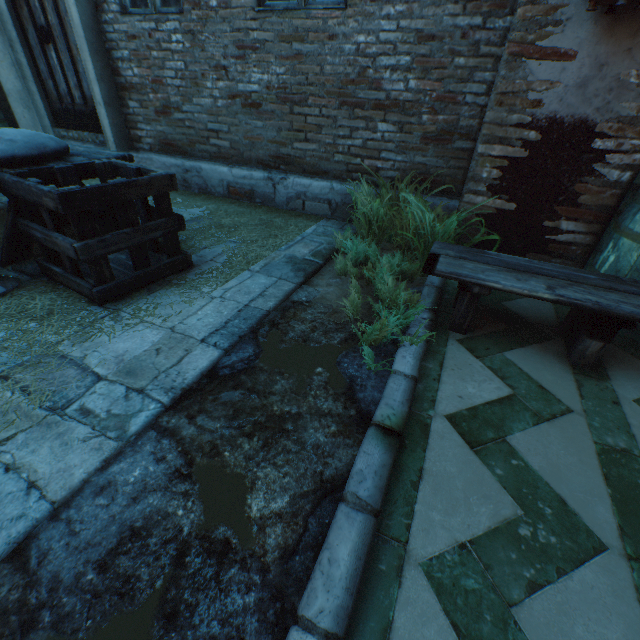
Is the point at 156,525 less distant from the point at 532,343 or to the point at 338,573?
the point at 338,573

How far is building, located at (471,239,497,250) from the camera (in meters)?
2.61

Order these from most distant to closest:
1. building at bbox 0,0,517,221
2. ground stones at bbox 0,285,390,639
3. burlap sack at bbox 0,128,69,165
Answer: building at bbox 0,0,517,221
burlap sack at bbox 0,128,69,165
ground stones at bbox 0,285,390,639

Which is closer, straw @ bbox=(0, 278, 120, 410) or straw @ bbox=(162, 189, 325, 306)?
straw @ bbox=(0, 278, 120, 410)

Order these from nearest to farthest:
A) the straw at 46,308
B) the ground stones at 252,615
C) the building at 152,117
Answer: the ground stones at 252,615, the straw at 46,308, the building at 152,117

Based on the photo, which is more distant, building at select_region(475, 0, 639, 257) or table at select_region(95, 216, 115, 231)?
table at select_region(95, 216, 115, 231)

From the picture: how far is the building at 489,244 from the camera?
2.6 meters

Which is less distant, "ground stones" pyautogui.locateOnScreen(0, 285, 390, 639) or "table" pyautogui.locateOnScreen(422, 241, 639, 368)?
"ground stones" pyautogui.locateOnScreen(0, 285, 390, 639)
